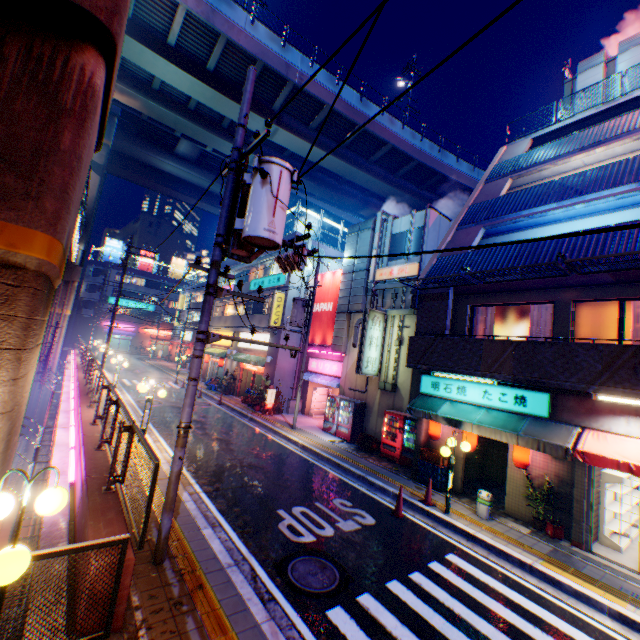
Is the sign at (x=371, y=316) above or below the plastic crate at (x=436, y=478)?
above

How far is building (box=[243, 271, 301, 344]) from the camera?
22.4m

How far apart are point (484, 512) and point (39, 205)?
12.5 meters

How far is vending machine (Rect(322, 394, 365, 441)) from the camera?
16.7m

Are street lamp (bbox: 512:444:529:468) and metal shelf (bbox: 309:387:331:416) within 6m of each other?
no

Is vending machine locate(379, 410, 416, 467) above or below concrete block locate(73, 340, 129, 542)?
below

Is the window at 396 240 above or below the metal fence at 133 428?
above

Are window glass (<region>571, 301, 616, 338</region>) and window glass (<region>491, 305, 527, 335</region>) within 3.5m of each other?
yes
